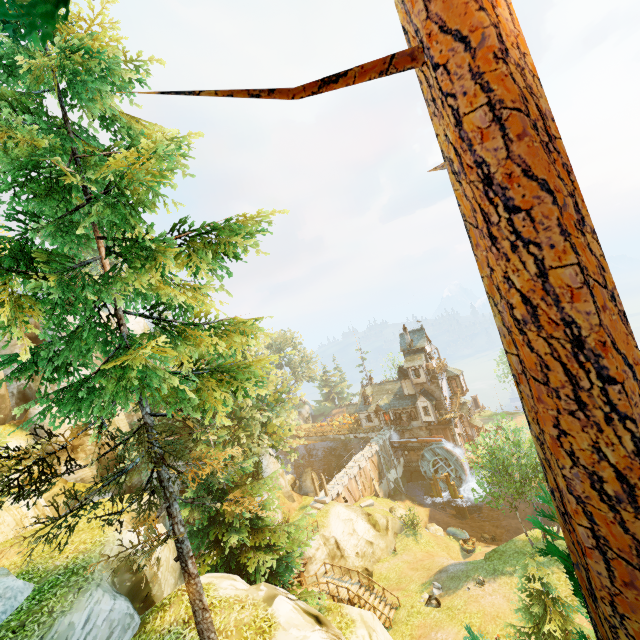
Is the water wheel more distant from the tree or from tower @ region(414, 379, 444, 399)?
the tree

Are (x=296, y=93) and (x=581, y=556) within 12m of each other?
yes

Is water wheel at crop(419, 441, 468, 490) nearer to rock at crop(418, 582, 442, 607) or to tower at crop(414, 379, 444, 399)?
tower at crop(414, 379, 444, 399)

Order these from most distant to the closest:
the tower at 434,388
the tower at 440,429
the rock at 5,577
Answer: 1. the tower at 434,388
2. the tower at 440,429
3. the rock at 5,577

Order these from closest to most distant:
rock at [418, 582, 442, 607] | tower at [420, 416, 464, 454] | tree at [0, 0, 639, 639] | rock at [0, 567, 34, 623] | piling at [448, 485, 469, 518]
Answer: tree at [0, 0, 639, 639]
rock at [0, 567, 34, 623]
rock at [418, 582, 442, 607]
piling at [448, 485, 469, 518]
tower at [420, 416, 464, 454]

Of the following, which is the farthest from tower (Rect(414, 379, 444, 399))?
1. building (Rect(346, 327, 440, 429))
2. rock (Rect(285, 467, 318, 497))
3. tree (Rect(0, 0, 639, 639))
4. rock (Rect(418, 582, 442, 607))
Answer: rock (Rect(418, 582, 442, 607))

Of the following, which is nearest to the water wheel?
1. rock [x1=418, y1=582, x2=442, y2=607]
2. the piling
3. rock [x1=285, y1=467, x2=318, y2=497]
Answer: the piling

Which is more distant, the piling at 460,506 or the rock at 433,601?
the piling at 460,506
